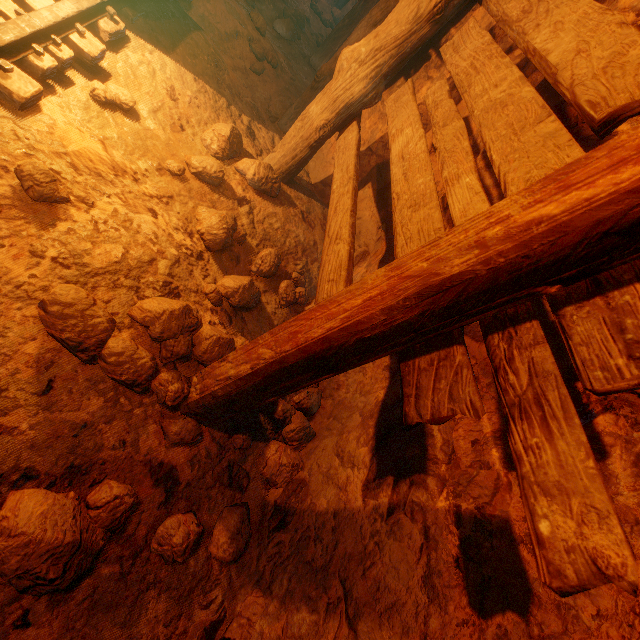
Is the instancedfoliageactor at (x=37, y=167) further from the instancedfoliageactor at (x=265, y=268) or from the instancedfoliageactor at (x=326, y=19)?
the instancedfoliageactor at (x=326, y=19)

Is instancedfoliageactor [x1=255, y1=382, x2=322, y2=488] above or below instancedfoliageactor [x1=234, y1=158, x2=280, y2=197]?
below

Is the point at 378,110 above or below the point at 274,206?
above

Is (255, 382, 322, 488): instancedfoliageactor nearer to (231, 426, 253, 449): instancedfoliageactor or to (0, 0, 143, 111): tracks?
(231, 426, 253, 449): instancedfoliageactor

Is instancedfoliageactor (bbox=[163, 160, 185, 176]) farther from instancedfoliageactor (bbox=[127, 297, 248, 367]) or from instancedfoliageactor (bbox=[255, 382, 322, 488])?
instancedfoliageactor (bbox=[255, 382, 322, 488])

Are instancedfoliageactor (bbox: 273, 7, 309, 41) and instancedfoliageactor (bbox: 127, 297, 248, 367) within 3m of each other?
no

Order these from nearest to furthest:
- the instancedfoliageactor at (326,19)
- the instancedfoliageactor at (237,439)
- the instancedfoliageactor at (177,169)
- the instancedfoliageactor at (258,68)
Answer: the instancedfoliageactor at (237,439), the instancedfoliageactor at (177,169), the instancedfoliageactor at (258,68), the instancedfoliageactor at (326,19)

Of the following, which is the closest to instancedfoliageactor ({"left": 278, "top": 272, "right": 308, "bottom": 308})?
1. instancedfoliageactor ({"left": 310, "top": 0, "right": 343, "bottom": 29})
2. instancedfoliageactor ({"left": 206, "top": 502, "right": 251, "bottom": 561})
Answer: instancedfoliageactor ({"left": 206, "top": 502, "right": 251, "bottom": 561})
